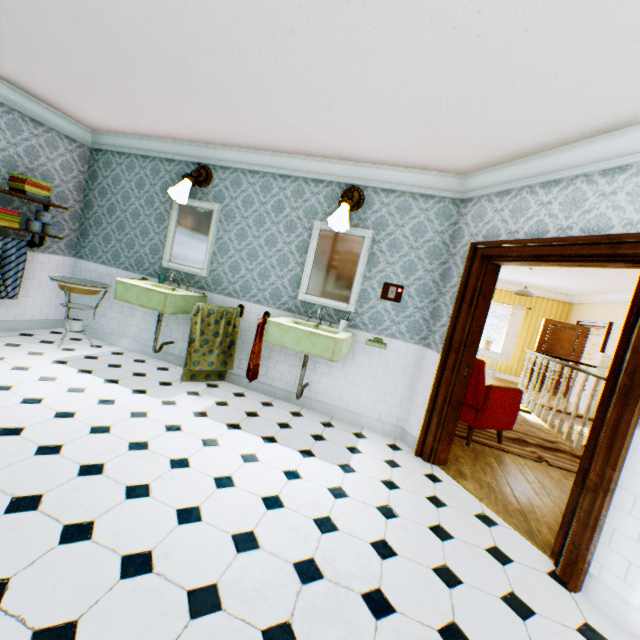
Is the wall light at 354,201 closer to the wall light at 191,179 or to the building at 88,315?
the building at 88,315

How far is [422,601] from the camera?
1.8 meters

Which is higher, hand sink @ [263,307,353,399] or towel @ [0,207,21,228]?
towel @ [0,207,21,228]

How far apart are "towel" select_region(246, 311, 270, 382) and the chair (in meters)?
2.49

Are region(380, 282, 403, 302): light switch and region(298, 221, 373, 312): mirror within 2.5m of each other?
yes

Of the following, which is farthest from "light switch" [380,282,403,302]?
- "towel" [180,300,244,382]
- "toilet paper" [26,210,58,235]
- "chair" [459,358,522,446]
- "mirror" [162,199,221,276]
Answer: "toilet paper" [26,210,58,235]

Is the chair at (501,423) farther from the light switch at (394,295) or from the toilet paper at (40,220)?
the toilet paper at (40,220)

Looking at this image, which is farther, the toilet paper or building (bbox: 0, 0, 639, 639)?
the toilet paper
